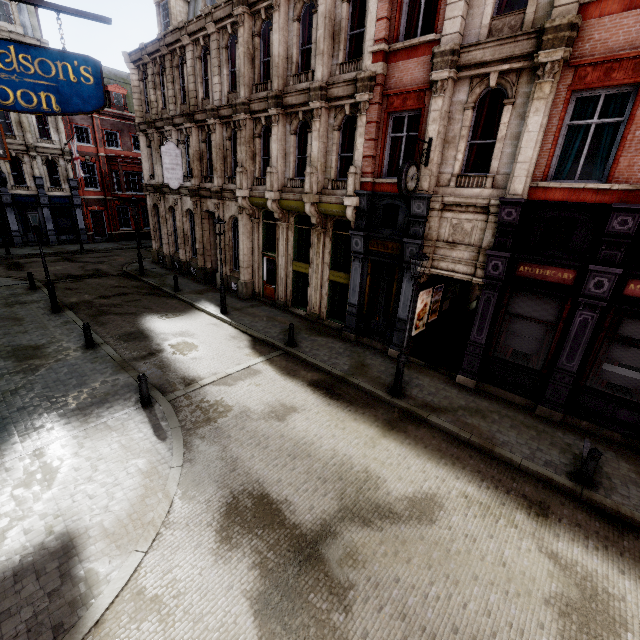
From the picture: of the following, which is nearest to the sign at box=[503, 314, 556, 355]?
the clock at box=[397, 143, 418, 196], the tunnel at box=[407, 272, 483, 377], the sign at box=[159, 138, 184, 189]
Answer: the tunnel at box=[407, 272, 483, 377]

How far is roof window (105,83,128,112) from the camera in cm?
3160

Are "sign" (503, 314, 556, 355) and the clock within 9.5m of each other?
yes

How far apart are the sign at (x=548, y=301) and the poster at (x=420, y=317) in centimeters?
321cm

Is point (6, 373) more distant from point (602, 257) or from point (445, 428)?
point (602, 257)

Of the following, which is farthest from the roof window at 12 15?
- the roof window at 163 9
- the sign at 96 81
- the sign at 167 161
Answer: the sign at 96 81

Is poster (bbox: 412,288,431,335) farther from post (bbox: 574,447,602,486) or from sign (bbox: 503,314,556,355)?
post (bbox: 574,447,602,486)

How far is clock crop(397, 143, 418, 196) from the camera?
9.41m
